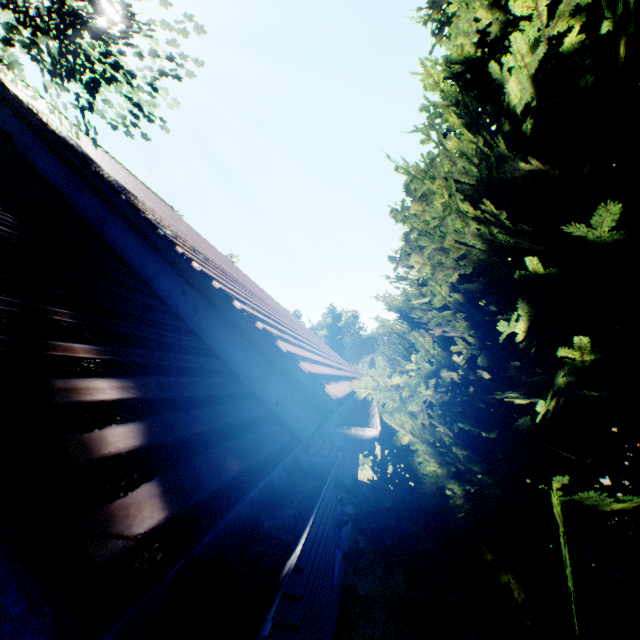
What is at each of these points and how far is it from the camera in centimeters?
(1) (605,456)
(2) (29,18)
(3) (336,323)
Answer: (1) tree, 275cm
(2) tree, 305cm
(3) plant, 5594cm

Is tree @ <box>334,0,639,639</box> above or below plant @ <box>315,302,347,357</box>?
below

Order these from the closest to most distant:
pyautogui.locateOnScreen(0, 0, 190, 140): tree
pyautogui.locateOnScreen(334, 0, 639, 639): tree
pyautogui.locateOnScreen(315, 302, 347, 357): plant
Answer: pyautogui.locateOnScreen(334, 0, 639, 639): tree
pyautogui.locateOnScreen(0, 0, 190, 140): tree
pyautogui.locateOnScreen(315, 302, 347, 357): plant

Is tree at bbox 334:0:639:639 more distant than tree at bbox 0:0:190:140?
No

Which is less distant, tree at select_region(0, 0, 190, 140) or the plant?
tree at select_region(0, 0, 190, 140)

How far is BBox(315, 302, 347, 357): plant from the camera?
54.61m

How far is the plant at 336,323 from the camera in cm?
5461

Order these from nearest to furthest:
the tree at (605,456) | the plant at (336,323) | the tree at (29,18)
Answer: the tree at (605,456)
the tree at (29,18)
the plant at (336,323)
